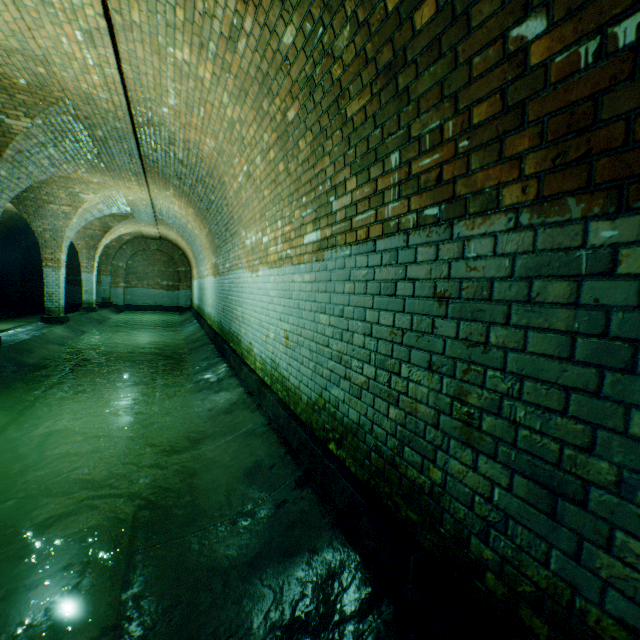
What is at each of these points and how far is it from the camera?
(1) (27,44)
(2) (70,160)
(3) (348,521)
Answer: (1) support arch, 3.9 meters
(2) support arch, 7.2 meters
(3) building tunnel, 2.2 meters

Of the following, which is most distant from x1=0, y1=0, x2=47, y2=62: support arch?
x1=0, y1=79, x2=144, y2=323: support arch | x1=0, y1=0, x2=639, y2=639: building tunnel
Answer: x1=0, y1=79, x2=144, y2=323: support arch

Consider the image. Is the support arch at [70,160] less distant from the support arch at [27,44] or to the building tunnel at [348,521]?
the building tunnel at [348,521]

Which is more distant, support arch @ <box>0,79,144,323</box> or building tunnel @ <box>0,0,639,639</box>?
support arch @ <box>0,79,144,323</box>

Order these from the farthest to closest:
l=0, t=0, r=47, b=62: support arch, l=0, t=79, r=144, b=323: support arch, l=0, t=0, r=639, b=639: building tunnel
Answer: l=0, t=79, r=144, b=323: support arch
l=0, t=0, r=47, b=62: support arch
l=0, t=0, r=639, b=639: building tunnel

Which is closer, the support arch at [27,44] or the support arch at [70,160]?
the support arch at [27,44]

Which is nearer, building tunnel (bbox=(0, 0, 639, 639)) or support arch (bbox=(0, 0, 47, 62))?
building tunnel (bbox=(0, 0, 639, 639))
